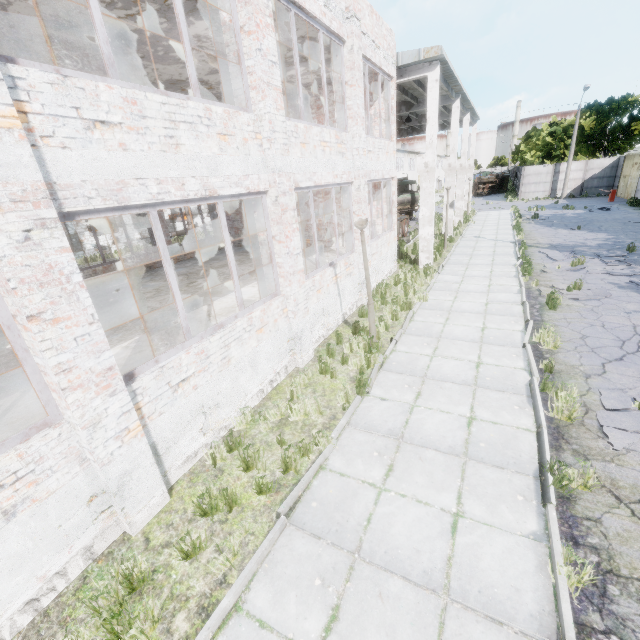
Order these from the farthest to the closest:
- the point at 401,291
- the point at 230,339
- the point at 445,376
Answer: the point at 401,291
the point at 445,376
the point at 230,339

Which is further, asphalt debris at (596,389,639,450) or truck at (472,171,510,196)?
truck at (472,171,510,196)

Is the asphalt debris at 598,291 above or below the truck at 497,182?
below

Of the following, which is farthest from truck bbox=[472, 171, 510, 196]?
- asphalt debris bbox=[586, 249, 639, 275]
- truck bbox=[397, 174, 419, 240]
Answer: asphalt debris bbox=[586, 249, 639, 275]

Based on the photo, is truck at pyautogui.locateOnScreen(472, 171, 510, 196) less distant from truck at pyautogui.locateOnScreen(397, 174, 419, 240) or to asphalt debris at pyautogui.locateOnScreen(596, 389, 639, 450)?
truck at pyautogui.locateOnScreen(397, 174, 419, 240)

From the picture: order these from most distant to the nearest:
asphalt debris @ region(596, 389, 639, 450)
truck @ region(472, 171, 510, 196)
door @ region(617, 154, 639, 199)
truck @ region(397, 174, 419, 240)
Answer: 1. truck @ region(472, 171, 510, 196)
2. door @ region(617, 154, 639, 199)
3. truck @ region(397, 174, 419, 240)
4. asphalt debris @ region(596, 389, 639, 450)

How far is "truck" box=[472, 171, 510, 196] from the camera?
48.66m

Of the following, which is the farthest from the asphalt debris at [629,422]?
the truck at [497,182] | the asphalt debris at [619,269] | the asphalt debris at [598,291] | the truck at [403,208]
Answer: the truck at [497,182]
